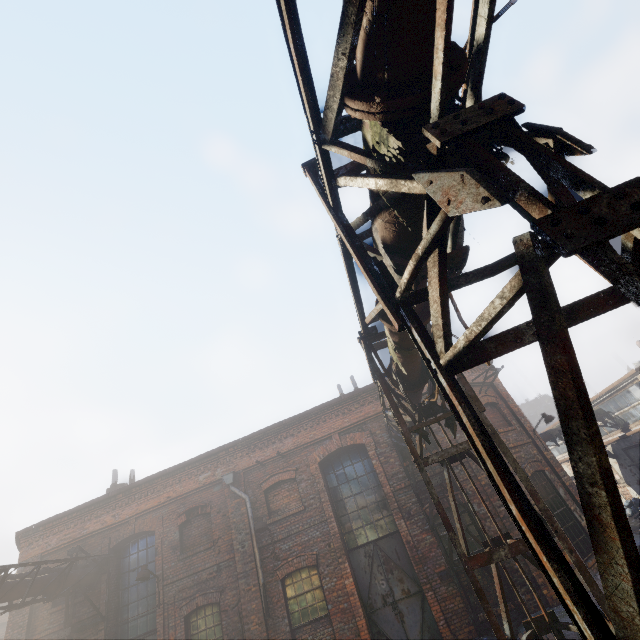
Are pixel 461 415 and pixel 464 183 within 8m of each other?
yes

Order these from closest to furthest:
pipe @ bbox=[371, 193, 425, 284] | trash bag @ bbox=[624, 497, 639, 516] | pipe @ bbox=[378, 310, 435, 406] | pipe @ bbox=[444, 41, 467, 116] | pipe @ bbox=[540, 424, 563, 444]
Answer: pipe @ bbox=[444, 41, 467, 116]
pipe @ bbox=[371, 193, 425, 284]
pipe @ bbox=[378, 310, 435, 406]
trash bag @ bbox=[624, 497, 639, 516]
pipe @ bbox=[540, 424, 563, 444]

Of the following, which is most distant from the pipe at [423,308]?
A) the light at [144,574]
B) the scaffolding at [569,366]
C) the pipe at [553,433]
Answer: the pipe at [553,433]

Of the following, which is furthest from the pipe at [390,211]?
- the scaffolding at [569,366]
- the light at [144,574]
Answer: the light at [144,574]

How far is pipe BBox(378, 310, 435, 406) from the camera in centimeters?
445cm

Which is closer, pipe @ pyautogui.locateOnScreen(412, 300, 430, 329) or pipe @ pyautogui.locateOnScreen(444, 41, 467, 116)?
pipe @ pyautogui.locateOnScreen(444, 41, 467, 116)
